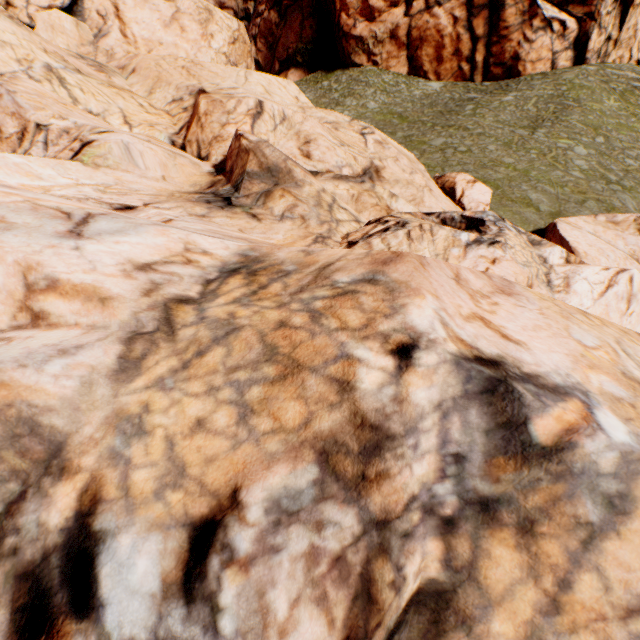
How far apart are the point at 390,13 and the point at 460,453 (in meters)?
42.08
